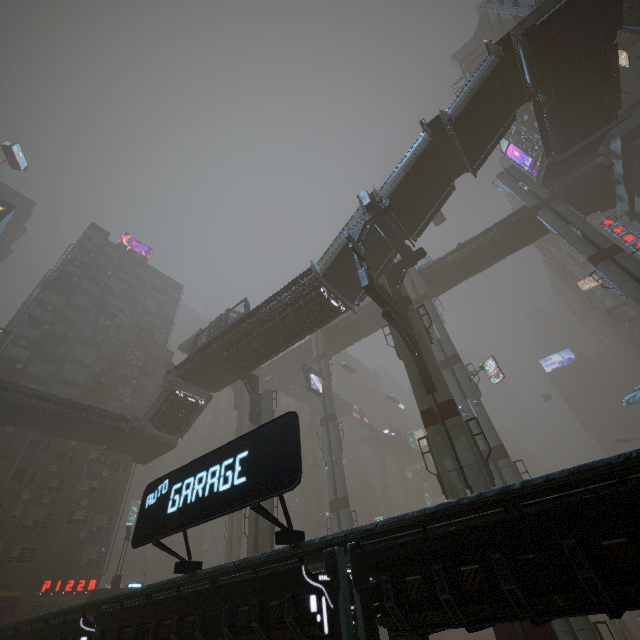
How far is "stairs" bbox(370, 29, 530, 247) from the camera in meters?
23.2

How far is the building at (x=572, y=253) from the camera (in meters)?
54.94

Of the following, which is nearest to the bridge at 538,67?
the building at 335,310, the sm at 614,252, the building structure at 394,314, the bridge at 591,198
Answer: the sm at 614,252

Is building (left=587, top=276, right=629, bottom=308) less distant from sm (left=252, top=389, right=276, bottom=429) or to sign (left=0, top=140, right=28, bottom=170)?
sm (left=252, top=389, right=276, bottom=429)

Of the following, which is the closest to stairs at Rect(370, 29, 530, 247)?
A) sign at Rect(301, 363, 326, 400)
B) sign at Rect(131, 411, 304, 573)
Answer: sign at Rect(301, 363, 326, 400)

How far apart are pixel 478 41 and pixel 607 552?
76.0m

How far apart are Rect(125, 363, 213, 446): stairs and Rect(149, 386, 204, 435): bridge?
0.0 meters

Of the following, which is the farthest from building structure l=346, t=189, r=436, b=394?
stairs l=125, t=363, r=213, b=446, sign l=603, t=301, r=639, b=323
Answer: sign l=603, t=301, r=639, b=323
